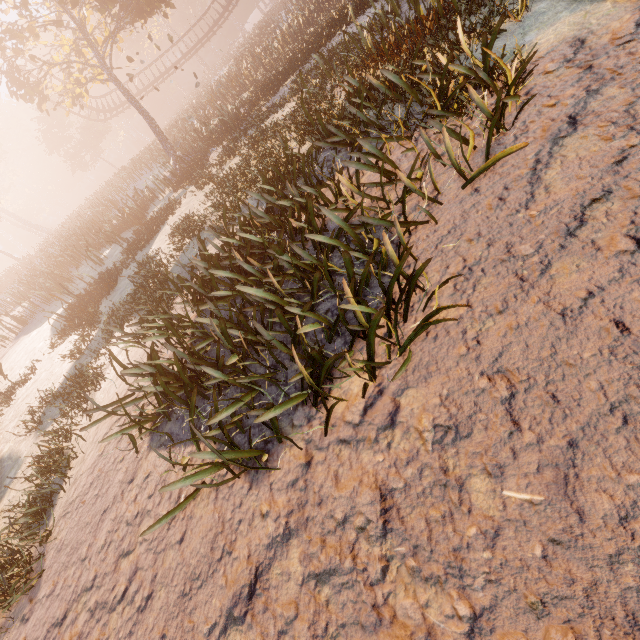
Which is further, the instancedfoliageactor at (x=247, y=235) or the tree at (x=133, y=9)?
the tree at (x=133, y=9)

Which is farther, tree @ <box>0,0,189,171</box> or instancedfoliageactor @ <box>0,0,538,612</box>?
tree @ <box>0,0,189,171</box>

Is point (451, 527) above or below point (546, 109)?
above
